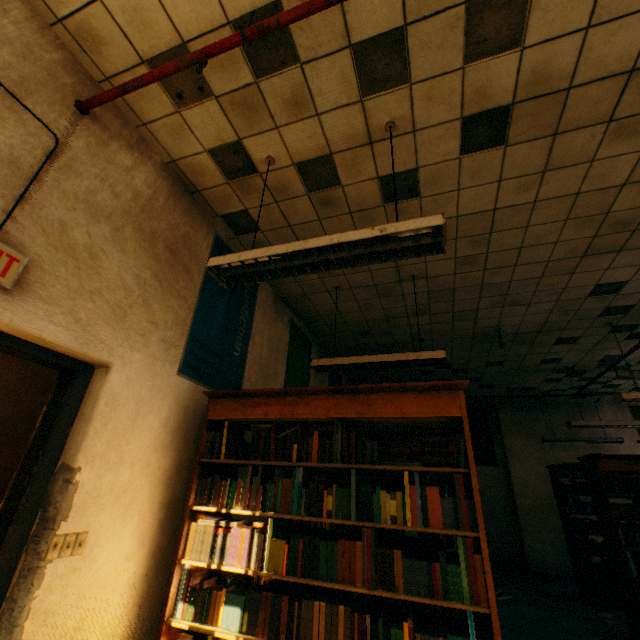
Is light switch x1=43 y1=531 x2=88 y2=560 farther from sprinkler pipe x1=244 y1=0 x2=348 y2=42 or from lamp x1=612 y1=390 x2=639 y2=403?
lamp x1=612 y1=390 x2=639 y2=403

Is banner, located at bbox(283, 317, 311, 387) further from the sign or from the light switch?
the sign

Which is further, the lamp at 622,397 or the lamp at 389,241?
the lamp at 622,397

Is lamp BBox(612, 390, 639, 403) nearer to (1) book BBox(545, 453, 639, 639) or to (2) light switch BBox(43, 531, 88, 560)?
(1) book BBox(545, 453, 639, 639)

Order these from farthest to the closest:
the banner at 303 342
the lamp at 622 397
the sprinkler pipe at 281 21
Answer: the banner at 303 342
the lamp at 622 397
the sprinkler pipe at 281 21

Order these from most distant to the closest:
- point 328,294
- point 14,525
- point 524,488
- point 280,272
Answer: point 524,488
point 328,294
point 280,272
point 14,525

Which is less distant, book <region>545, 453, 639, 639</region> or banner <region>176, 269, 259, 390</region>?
banner <region>176, 269, 259, 390</region>

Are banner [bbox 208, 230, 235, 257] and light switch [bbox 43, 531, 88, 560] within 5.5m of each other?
yes
